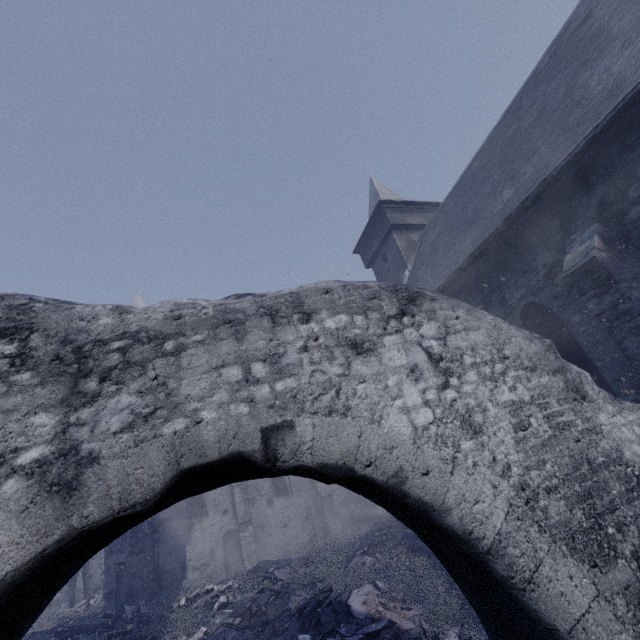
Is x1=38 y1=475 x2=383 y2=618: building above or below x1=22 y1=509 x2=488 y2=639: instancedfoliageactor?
above

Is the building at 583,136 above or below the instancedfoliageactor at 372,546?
above

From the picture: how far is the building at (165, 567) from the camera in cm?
1466

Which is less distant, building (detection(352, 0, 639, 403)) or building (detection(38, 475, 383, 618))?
building (detection(352, 0, 639, 403))

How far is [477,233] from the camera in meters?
9.9 m

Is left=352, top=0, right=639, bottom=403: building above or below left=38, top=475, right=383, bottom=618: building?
above

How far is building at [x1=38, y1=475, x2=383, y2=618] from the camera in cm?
1466

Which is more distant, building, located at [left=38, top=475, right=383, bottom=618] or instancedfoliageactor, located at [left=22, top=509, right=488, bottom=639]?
building, located at [left=38, top=475, right=383, bottom=618]
